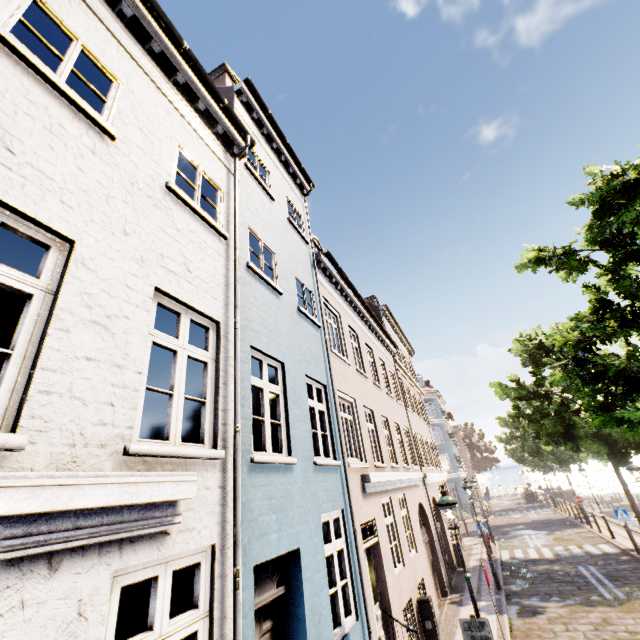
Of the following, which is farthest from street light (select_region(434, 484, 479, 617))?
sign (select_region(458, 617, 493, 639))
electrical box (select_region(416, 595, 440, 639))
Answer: electrical box (select_region(416, 595, 440, 639))

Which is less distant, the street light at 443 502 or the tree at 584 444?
the street light at 443 502

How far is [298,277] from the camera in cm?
855

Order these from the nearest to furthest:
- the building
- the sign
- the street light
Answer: the building → the sign → the street light

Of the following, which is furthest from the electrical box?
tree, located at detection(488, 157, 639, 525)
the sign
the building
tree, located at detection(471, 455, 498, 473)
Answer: tree, located at detection(471, 455, 498, 473)

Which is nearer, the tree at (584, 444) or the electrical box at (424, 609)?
the tree at (584, 444)

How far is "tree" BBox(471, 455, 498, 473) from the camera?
58.4 meters

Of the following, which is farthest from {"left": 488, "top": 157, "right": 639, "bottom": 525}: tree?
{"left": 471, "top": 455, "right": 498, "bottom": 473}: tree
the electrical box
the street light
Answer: {"left": 471, "top": 455, "right": 498, "bottom": 473}: tree
